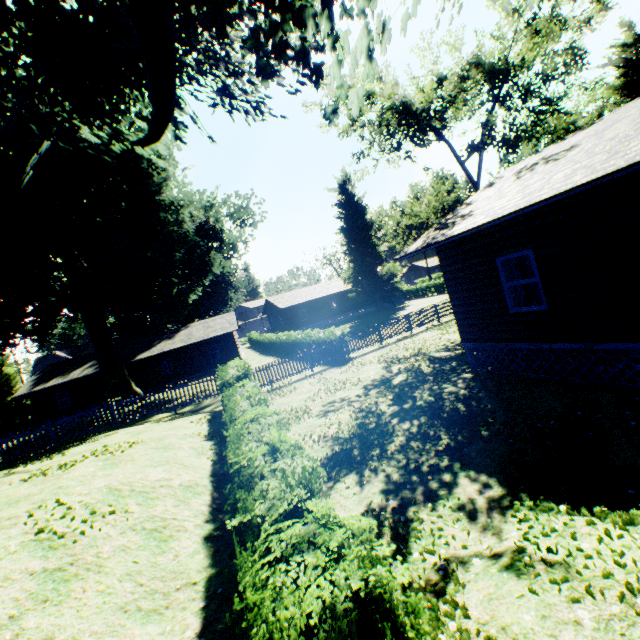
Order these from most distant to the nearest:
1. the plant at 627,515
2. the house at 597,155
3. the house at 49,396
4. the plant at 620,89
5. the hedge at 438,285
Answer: the hedge at 438,285, the house at 49,396, the plant at 620,89, the house at 597,155, the plant at 627,515

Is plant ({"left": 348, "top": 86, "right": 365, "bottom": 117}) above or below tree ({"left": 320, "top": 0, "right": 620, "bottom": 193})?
below

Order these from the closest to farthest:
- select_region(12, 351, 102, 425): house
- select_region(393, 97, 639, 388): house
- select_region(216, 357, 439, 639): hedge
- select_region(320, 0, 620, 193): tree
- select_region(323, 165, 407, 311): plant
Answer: select_region(216, 357, 439, 639): hedge → select_region(393, 97, 639, 388): house → select_region(320, 0, 620, 193): tree → select_region(12, 351, 102, 425): house → select_region(323, 165, 407, 311): plant

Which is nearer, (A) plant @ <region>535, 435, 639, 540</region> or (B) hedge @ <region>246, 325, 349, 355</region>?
(A) plant @ <region>535, 435, 639, 540</region>

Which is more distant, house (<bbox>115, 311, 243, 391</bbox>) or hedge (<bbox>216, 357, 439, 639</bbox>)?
house (<bbox>115, 311, 243, 391</bbox>)

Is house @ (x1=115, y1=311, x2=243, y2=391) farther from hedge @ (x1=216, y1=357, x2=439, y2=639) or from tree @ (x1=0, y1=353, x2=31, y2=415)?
hedge @ (x1=216, y1=357, x2=439, y2=639)

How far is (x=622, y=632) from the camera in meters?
2.6

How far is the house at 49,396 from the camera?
31.4 meters
